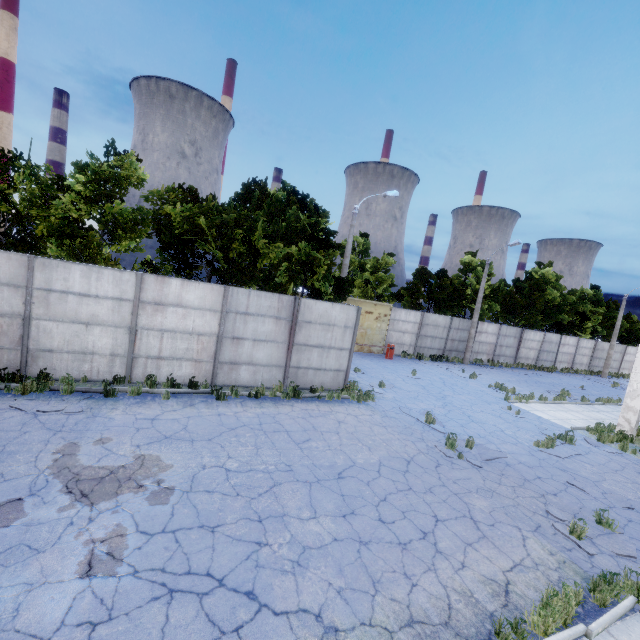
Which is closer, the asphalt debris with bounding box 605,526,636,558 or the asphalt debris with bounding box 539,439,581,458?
the asphalt debris with bounding box 605,526,636,558

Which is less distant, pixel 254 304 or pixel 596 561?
pixel 596 561

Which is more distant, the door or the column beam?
the door

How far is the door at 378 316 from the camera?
23.6m

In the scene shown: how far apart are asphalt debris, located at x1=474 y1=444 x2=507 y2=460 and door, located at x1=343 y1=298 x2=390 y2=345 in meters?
13.0

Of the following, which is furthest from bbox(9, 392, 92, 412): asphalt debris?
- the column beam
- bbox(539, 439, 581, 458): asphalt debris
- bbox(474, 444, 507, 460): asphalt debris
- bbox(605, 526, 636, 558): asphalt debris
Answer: the column beam

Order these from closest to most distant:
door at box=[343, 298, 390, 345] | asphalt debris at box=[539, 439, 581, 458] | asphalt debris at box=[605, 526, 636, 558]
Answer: asphalt debris at box=[605, 526, 636, 558]
asphalt debris at box=[539, 439, 581, 458]
door at box=[343, 298, 390, 345]

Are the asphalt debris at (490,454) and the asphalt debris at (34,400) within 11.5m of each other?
yes
